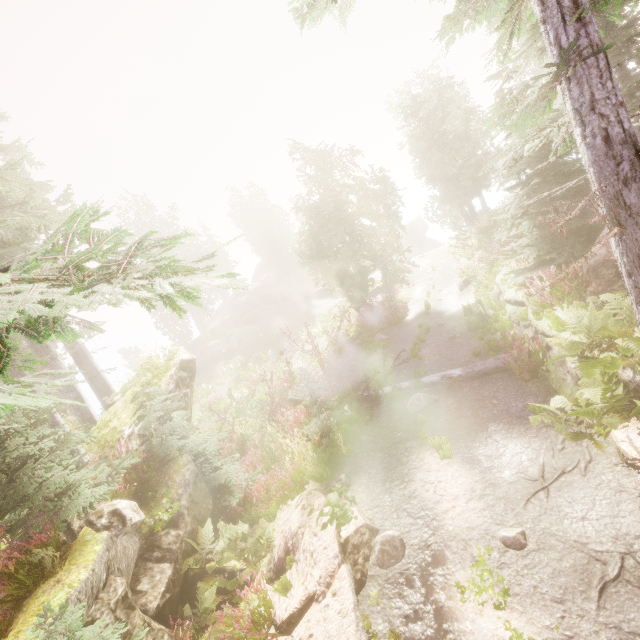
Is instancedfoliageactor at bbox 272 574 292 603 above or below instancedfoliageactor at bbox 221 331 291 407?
below

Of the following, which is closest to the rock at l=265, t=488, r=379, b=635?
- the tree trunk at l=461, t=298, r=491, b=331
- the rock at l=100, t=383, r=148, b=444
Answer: the rock at l=100, t=383, r=148, b=444

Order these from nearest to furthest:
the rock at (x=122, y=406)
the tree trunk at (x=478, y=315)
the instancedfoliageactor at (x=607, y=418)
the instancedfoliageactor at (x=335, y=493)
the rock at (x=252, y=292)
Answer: the instancedfoliageactor at (x=607, y=418), the instancedfoliageactor at (x=335, y=493), the rock at (x=122, y=406), the rock at (x=252, y=292), the tree trunk at (x=478, y=315)

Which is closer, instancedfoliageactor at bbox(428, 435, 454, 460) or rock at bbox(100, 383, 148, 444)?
instancedfoliageactor at bbox(428, 435, 454, 460)

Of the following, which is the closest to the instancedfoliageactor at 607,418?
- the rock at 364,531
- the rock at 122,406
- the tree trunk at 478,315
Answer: the rock at 122,406

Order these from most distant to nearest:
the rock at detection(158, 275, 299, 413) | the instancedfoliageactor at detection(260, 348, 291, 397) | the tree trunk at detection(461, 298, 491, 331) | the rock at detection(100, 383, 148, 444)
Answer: the instancedfoliageactor at detection(260, 348, 291, 397)
the tree trunk at detection(461, 298, 491, 331)
the rock at detection(158, 275, 299, 413)
the rock at detection(100, 383, 148, 444)

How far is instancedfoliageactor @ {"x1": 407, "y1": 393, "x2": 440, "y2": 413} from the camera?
10.3 meters

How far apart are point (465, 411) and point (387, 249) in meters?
18.0
